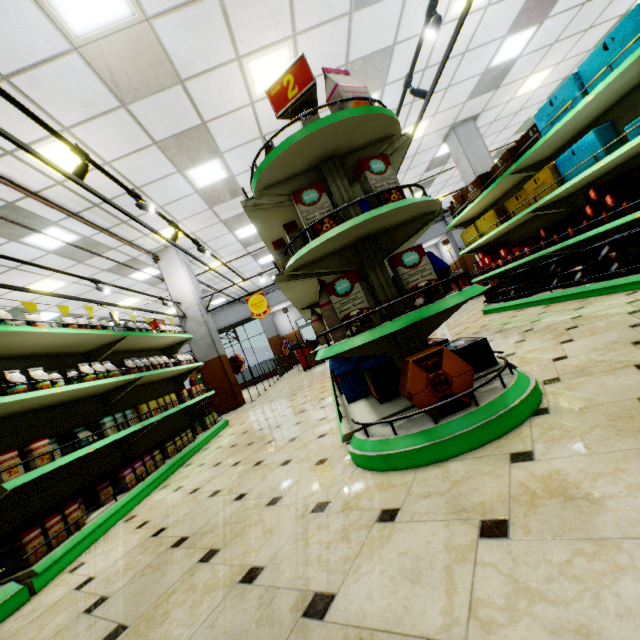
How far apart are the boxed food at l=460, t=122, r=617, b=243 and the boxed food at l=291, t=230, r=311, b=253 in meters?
2.9 m

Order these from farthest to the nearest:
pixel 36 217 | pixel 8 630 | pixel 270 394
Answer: pixel 270 394, pixel 36 217, pixel 8 630

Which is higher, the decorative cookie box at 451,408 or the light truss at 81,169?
the light truss at 81,169

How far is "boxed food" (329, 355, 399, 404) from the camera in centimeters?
255cm

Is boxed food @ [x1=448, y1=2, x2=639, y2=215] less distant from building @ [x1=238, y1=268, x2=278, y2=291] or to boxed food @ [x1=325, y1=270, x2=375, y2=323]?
building @ [x1=238, y1=268, x2=278, y2=291]

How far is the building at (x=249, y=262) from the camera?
12.6 meters

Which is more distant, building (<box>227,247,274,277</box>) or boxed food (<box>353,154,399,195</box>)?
building (<box>227,247,274,277</box>)

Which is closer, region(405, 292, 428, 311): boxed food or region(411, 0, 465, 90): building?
region(405, 292, 428, 311): boxed food
